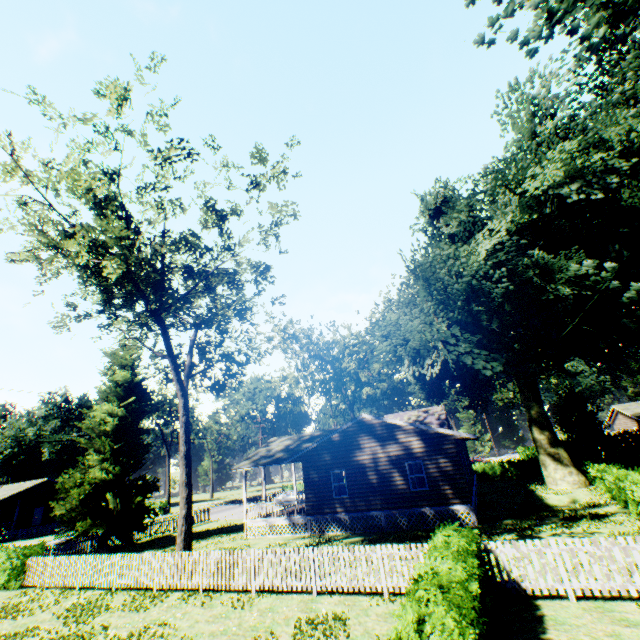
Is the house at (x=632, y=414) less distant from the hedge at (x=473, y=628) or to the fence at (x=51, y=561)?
the fence at (x=51, y=561)

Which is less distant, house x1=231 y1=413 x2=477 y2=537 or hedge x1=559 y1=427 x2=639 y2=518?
hedge x1=559 y1=427 x2=639 y2=518

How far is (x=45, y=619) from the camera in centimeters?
Result: 1198cm

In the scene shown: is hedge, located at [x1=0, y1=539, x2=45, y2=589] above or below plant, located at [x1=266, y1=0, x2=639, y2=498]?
below

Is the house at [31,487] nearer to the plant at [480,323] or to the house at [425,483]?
the plant at [480,323]

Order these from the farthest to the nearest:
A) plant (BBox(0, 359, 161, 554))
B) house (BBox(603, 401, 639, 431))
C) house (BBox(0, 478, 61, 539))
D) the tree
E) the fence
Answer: house (BBox(603, 401, 639, 431)) → house (BBox(0, 478, 61, 539)) → plant (BBox(0, 359, 161, 554)) → the tree → the fence

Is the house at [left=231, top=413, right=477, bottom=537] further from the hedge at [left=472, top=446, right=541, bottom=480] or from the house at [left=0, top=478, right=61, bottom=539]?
the house at [left=0, top=478, right=61, bottom=539]

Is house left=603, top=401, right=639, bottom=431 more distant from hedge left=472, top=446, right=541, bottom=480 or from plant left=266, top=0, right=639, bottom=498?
plant left=266, top=0, right=639, bottom=498
